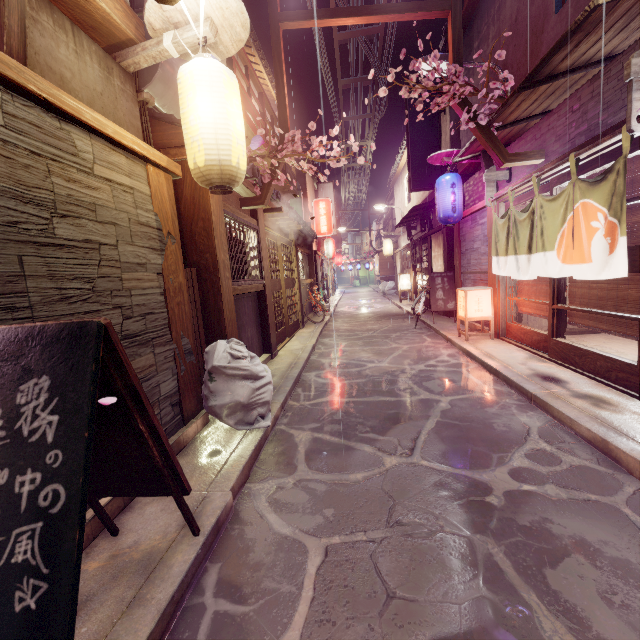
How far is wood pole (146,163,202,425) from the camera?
5.94m

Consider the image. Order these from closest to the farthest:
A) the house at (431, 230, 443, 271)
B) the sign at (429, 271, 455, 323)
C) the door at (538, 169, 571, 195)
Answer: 1. the door at (538, 169, 571, 195)
2. the sign at (429, 271, 455, 323)
3. the house at (431, 230, 443, 271)

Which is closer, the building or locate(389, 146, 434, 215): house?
the building

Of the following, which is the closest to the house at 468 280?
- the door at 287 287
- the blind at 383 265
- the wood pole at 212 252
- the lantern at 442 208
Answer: the lantern at 442 208

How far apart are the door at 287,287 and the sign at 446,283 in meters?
7.4 m

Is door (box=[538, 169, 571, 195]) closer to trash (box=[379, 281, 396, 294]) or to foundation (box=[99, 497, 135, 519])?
foundation (box=[99, 497, 135, 519])

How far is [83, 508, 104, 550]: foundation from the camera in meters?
3.8 m

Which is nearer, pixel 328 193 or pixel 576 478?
pixel 576 478
